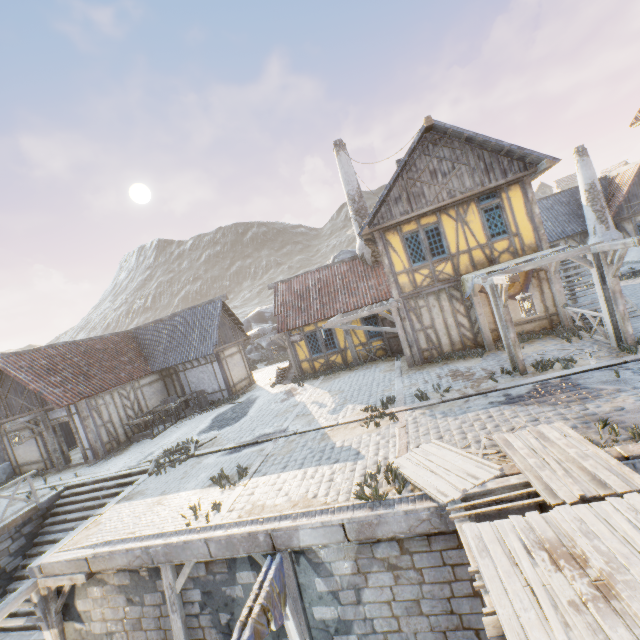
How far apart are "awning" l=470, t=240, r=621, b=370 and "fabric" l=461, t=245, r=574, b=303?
0.0 meters

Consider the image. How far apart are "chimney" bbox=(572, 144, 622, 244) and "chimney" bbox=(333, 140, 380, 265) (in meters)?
13.85

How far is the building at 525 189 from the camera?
12.0 meters

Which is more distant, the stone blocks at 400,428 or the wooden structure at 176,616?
the stone blocks at 400,428

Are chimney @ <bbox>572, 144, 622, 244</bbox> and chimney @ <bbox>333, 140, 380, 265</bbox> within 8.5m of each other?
no

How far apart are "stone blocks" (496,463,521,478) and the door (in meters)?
10.20

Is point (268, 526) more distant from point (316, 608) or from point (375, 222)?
point (375, 222)

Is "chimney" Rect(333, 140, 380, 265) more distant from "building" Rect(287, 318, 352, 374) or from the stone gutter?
the stone gutter
